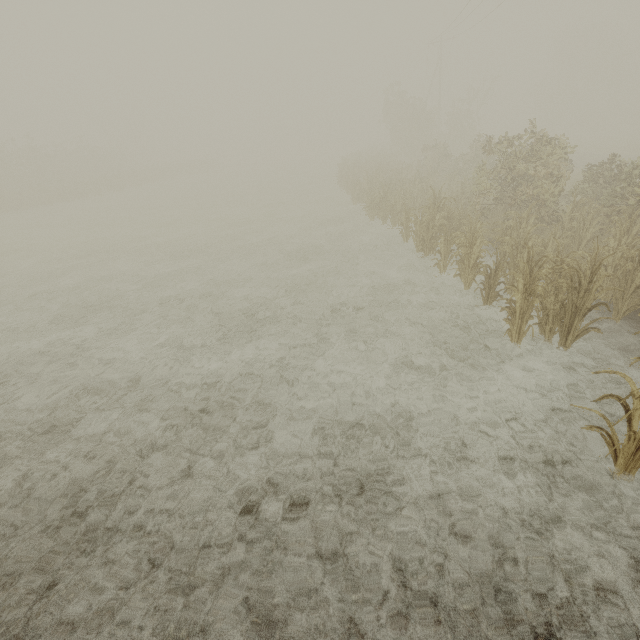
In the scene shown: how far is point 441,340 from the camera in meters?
6.8 m
